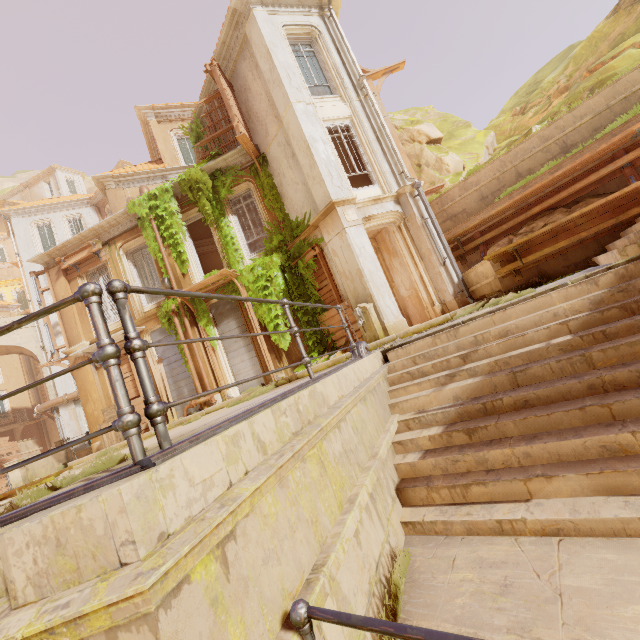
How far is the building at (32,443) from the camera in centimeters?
2361cm

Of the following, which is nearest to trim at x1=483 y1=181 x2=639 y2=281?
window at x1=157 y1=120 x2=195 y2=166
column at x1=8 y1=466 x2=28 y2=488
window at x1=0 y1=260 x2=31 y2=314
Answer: window at x1=157 y1=120 x2=195 y2=166

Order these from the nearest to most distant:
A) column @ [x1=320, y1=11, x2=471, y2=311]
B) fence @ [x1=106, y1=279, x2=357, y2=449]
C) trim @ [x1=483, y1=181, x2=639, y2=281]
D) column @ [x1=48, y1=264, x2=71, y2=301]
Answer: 1. fence @ [x1=106, y1=279, x2=357, y2=449]
2. trim @ [x1=483, y1=181, x2=639, y2=281]
3. column @ [x1=320, y1=11, x2=471, y2=311]
4. column @ [x1=48, y1=264, x2=71, y2=301]

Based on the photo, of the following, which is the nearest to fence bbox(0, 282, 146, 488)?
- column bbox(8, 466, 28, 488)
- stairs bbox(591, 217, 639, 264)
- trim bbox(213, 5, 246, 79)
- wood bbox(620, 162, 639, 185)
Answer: stairs bbox(591, 217, 639, 264)

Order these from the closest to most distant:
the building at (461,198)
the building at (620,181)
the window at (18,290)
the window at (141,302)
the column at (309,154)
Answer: the building at (620,181), the building at (461,198), the column at (309,154), the window at (141,302), the window at (18,290)

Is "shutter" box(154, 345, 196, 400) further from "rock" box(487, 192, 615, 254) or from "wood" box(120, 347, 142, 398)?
"rock" box(487, 192, 615, 254)

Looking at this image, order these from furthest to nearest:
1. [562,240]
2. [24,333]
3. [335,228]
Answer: [24,333], [335,228], [562,240]

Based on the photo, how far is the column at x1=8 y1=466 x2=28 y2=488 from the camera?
14.0m
